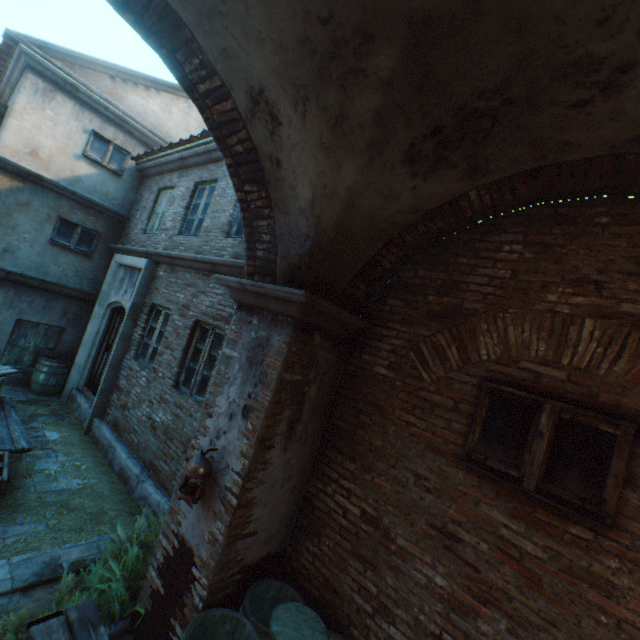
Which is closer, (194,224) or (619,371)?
(619,371)

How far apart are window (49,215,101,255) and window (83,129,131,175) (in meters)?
1.73

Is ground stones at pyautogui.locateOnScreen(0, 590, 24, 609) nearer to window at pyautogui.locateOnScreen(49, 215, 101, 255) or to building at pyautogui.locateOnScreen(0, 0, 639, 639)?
building at pyautogui.locateOnScreen(0, 0, 639, 639)

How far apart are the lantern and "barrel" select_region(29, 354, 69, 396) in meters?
7.7

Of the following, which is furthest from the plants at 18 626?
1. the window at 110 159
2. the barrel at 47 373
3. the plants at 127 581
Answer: the window at 110 159

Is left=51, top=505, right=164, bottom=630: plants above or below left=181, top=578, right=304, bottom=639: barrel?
below

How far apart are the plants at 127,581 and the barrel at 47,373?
6.22m

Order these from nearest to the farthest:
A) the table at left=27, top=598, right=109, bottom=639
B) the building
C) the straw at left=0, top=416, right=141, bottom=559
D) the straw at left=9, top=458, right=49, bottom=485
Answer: the building < the table at left=27, top=598, right=109, bottom=639 < the straw at left=0, top=416, right=141, bottom=559 < the straw at left=9, top=458, right=49, bottom=485
